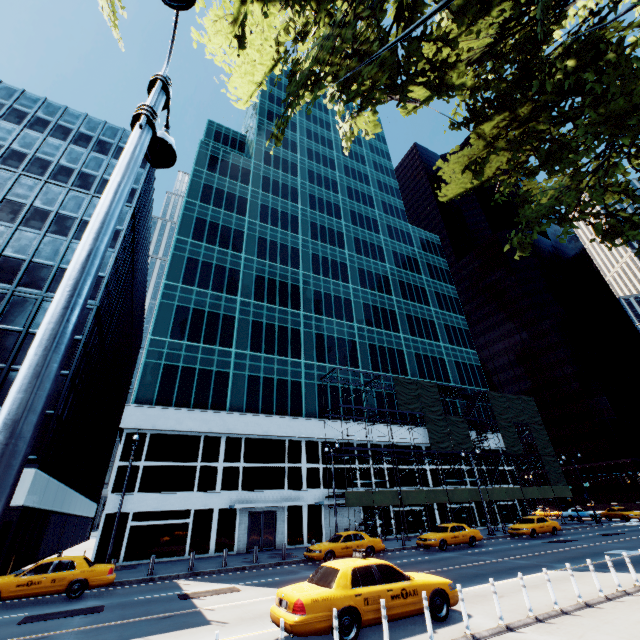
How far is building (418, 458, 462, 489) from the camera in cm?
3693

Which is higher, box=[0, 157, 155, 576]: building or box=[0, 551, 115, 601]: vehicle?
box=[0, 157, 155, 576]: building

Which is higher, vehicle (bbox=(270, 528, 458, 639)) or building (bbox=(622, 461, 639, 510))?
building (bbox=(622, 461, 639, 510))

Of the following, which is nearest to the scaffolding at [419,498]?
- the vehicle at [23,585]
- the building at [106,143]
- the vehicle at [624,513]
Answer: the vehicle at [624,513]

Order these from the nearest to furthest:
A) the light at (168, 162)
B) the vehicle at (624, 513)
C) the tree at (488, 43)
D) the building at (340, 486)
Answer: the light at (168, 162) < the tree at (488, 43) < the building at (340, 486) < the vehicle at (624, 513)

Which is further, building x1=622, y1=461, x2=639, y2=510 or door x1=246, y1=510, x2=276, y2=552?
building x1=622, y1=461, x2=639, y2=510

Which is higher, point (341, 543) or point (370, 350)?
point (370, 350)

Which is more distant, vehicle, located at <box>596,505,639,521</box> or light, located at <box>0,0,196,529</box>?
vehicle, located at <box>596,505,639,521</box>
